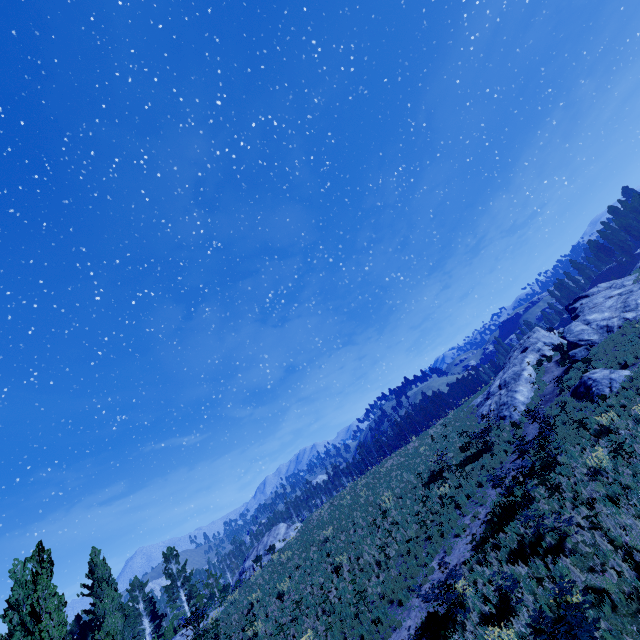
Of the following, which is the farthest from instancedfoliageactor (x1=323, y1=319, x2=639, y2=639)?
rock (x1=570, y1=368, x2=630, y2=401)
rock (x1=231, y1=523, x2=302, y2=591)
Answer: rock (x1=570, y1=368, x2=630, y2=401)

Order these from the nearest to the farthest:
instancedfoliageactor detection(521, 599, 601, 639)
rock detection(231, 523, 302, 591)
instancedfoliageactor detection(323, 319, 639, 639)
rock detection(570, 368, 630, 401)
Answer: instancedfoliageactor detection(521, 599, 601, 639), instancedfoliageactor detection(323, 319, 639, 639), rock detection(570, 368, 630, 401), rock detection(231, 523, 302, 591)

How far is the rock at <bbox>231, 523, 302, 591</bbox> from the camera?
38.3m

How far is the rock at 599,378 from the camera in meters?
16.9

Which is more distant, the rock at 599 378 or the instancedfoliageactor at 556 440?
the rock at 599 378

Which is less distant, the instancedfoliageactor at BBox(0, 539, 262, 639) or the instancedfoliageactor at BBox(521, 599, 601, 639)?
the instancedfoliageactor at BBox(521, 599, 601, 639)

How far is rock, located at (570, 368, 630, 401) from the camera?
16.9m

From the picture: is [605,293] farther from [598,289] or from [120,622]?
[120,622]
